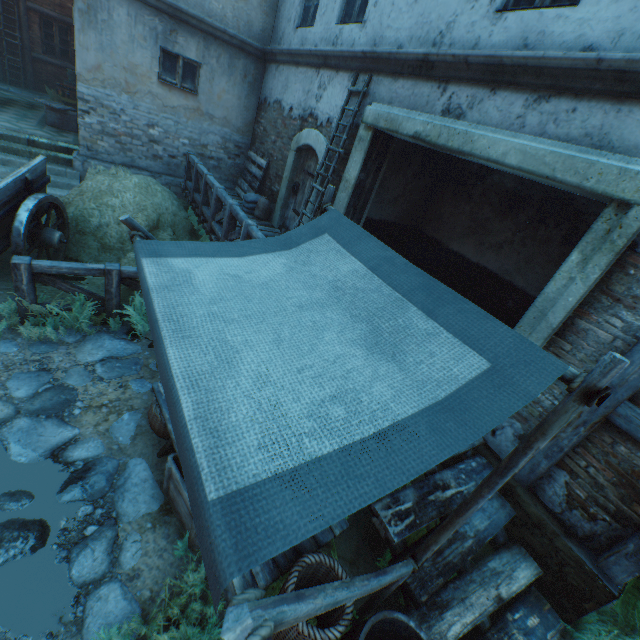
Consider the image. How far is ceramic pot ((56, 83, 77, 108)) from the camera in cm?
1214

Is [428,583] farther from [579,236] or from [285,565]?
[579,236]

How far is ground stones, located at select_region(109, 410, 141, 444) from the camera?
3.6m

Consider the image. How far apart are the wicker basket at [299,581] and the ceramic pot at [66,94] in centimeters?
1712cm

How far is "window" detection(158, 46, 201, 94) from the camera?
8.3m

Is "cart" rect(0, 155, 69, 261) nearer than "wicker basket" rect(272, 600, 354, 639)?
No

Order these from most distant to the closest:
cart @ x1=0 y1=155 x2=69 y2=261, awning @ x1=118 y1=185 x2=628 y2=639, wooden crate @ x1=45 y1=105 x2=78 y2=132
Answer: wooden crate @ x1=45 y1=105 x2=78 y2=132, cart @ x1=0 y1=155 x2=69 y2=261, awning @ x1=118 y1=185 x2=628 y2=639

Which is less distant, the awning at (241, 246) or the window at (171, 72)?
the awning at (241, 246)
